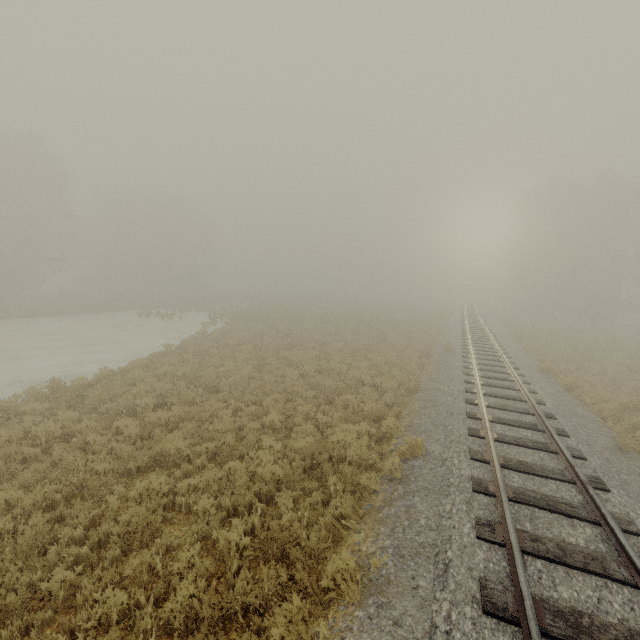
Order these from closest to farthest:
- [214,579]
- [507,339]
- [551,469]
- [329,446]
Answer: [214,579]
[551,469]
[329,446]
[507,339]
